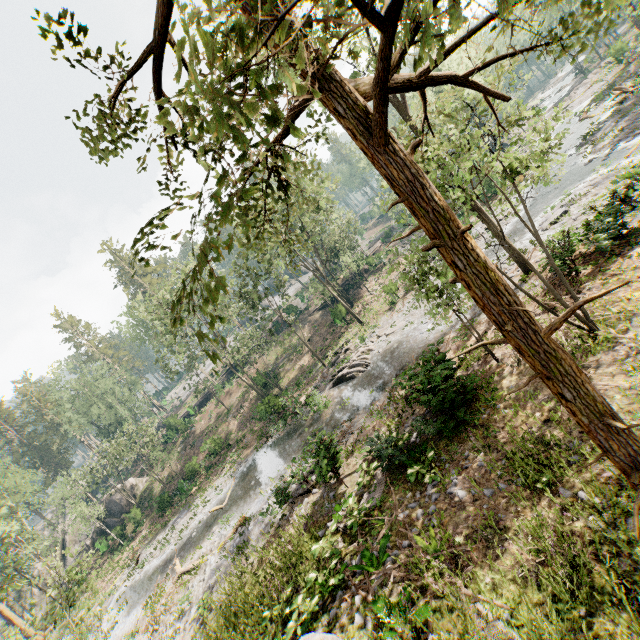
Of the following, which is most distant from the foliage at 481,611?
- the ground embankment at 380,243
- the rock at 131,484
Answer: the rock at 131,484

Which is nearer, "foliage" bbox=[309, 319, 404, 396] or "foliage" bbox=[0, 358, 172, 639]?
"foliage" bbox=[0, 358, 172, 639]

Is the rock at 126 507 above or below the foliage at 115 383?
below

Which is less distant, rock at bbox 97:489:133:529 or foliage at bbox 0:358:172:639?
foliage at bbox 0:358:172:639

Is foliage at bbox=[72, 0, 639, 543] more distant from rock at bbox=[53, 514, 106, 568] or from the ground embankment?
rock at bbox=[53, 514, 106, 568]

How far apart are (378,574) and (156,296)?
55.6 meters

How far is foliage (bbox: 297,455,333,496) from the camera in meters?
13.3 m

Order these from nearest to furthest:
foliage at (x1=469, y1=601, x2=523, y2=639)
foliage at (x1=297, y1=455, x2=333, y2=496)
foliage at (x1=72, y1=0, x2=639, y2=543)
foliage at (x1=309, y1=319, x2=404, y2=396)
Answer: foliage at (x1=72, y1=0, x2=639, y2=543) < foliage at (x1=469, y1=601, x2=523, y2=639) < foliage at (x1=297, y1=455, x2=333, y2=496) < foliage at (x1=309, y1=319, x2=404, y2=396)
